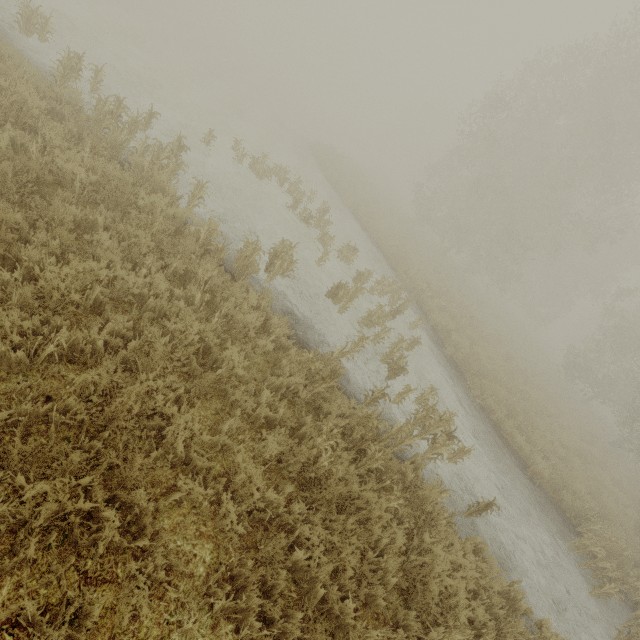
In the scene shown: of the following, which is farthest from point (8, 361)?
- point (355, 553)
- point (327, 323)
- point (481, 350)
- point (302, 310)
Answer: point (481, 350)
